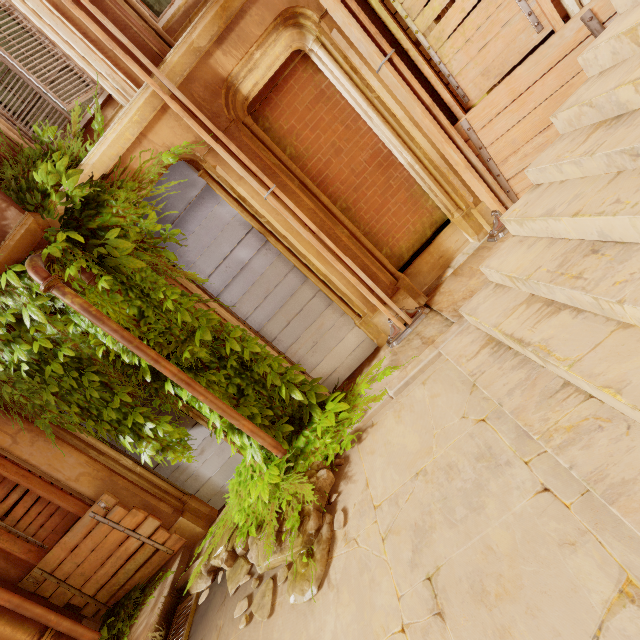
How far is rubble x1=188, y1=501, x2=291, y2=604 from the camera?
3.6 meters

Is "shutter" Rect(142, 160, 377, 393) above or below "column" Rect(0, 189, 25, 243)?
below

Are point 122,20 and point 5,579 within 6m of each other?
no

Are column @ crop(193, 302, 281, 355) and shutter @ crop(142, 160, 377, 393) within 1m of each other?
yes

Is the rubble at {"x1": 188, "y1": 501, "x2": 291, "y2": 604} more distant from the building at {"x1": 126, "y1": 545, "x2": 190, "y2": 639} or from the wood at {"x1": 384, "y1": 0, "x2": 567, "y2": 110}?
the wood at {"x1": 384, "y1": 0, "x2": 567, "y2": 110}

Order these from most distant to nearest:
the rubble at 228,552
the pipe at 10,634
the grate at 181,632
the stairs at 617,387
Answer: the pipe at 10,634 < the grate at 181,632 < the rubble at 228,552 < the stairs at 617,387

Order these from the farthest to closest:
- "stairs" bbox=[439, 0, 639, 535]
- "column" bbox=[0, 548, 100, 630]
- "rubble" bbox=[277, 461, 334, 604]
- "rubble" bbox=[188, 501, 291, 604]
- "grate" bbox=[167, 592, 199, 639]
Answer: "column" bbox=[0, 548, 100, 630]
"grate" bbox=[167, 592, 199, 639]
"rubble" bbox=[188, 501, 291, 604]
"rubble" bbox=[277, 461, 334, 604]
"stairs" bbox=[439, 0, 639, 535]

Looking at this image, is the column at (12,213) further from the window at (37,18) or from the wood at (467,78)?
the wood at (467,78)
